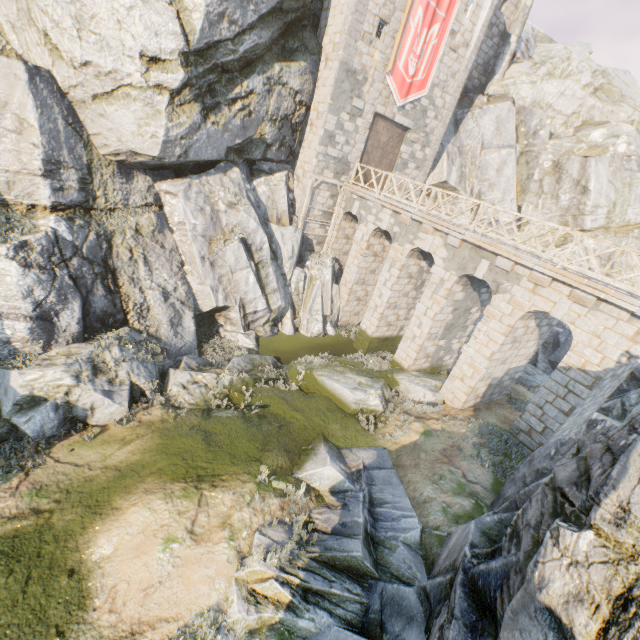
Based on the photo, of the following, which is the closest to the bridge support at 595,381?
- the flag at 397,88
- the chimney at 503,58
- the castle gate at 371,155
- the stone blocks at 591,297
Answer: the stone blocks at 591,297

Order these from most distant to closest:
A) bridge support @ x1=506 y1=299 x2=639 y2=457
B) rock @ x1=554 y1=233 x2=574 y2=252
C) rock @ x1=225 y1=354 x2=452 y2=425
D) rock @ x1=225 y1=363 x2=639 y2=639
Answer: rock @ x1=554 y1=233 x2=574 y2=252, rock @ x1=225 y1=354 x2=452 y2=425, bridge support @ x1=506 y1=299 x2=639 y2=457, rock @ x1=225 y1=363 x2=639 y2=639

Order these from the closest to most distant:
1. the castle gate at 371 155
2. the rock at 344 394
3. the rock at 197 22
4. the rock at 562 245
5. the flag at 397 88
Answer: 1. the rock at 197 22
2. the rock at 344 394
3. the flag at 397 88
4. the castle gate at 371 155
5. the rock at 562 245

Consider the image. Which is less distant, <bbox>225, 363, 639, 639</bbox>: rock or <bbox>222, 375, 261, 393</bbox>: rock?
<bbox>225, 363, 639, 639</bbox>: rock

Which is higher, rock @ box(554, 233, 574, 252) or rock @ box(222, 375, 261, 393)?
rock @ box(554, 233, 574, 252)

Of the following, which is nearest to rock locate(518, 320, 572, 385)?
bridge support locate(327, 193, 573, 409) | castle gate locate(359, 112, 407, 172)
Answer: bridge support locate(327, 193, 573, 409)

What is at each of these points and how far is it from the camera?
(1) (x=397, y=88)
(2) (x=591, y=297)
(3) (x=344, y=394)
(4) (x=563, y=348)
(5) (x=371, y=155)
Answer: (1) flag, 17.8 meters
(2) stone blocks, 9.7 meters
(3) rock, 12.8 meters
(4) rock, 21.6 meters
(5) castle gate, 19.7 meters

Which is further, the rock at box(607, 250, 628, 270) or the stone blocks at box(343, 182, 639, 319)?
the rock at box(607, 250, 628, 270)
